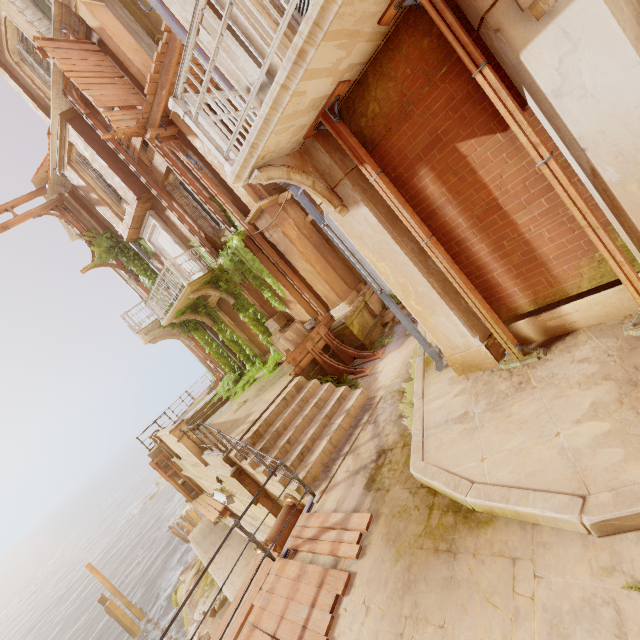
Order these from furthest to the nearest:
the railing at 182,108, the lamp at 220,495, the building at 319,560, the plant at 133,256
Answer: the plant at 133,256, the lamp at 220,495, the building at 319,560, the railing at 182,108

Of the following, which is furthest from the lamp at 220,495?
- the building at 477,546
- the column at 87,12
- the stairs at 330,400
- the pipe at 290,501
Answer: the building at 477,546

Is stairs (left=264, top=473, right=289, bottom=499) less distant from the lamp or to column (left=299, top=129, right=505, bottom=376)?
the lamp

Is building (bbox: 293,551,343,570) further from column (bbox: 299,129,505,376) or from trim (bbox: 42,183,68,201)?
trim (bbox: 42,183,68,201)

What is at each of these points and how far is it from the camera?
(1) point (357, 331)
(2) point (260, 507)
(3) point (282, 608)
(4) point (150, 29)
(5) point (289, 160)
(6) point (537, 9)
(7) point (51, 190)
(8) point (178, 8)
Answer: (1) column, 10.23m
(2) building, 8.12m
(3) wood, 4.25m
(4) column, 10.66m
(5) support, 4.34m
(6) support, 2.71m
(7) trim, 15.01m
(8) column, 4.50m

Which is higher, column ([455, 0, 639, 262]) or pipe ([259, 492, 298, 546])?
column ([455, 0, 639, 262])

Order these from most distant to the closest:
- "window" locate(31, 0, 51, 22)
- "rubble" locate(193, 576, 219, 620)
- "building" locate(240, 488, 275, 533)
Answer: "rubble" locate(193, 576, 219, 620), "window" locate(31, 0, 51, 22), "building" locate(240, 488, 275, 533)

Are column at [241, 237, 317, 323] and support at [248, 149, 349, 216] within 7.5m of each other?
yes
